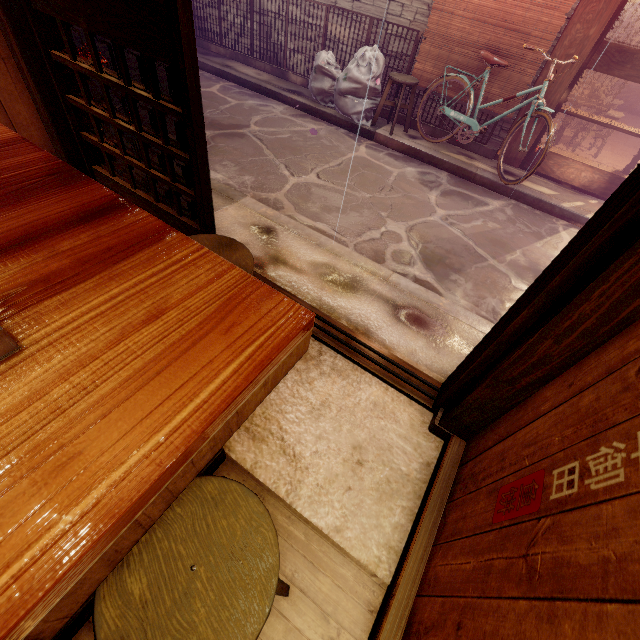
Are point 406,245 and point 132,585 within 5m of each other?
no

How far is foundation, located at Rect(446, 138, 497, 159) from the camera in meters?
9.8

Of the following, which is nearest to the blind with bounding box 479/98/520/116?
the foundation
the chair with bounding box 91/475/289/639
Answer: the foundation

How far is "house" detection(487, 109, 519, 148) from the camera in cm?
929

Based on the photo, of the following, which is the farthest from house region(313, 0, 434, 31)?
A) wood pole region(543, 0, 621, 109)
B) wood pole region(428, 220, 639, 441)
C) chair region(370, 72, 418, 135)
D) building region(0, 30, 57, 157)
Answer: wood pole region(428, 220, 639, 441)

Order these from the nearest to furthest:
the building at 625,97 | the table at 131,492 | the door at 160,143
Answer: the table at 131,492 < the door at 160,143 < the building at 625,97

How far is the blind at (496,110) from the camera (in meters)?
8.95

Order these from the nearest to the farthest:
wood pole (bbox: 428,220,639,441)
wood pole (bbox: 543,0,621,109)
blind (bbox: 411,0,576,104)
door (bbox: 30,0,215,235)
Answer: wood pole (bbox: 428,220,639,441) → door (bbox: 30,0,215,235) → wood pole (bbox: 543,0,621,109) → blind (bbox: 411,0,576,104)
